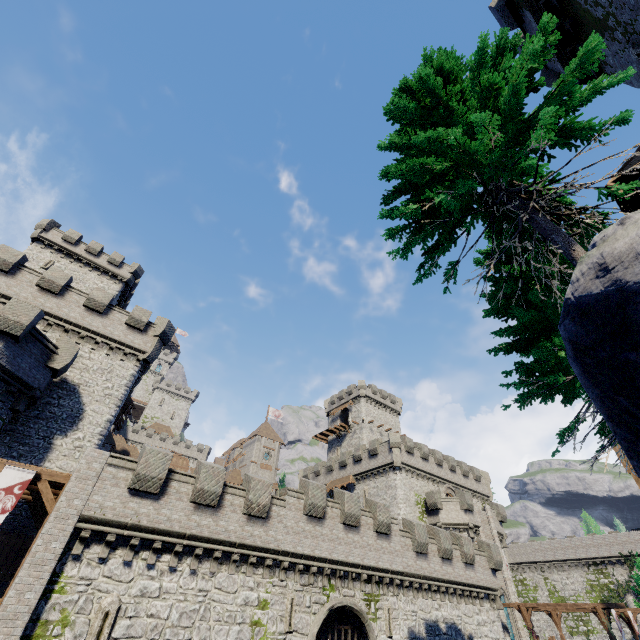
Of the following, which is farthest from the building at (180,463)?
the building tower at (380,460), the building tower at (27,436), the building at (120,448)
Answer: the building tower at (27,436)

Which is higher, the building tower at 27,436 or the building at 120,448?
the building at 120,448

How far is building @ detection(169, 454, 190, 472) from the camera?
58.6m

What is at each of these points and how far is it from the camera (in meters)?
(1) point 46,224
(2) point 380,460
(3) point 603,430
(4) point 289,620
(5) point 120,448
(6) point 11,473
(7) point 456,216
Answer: (1) building, 37.34
(2) building tower, 40.75
(3) tree, 9.09
(4) window slit, 16.44
(5) building, 52.47
(6) flag, 13.37
(7) tree, 7.34

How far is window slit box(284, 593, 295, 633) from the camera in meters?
16.2

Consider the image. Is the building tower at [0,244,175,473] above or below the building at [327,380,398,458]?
below

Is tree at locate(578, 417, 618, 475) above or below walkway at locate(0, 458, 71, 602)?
above

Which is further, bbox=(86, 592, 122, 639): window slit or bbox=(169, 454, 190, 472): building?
bbox=(169, 454, 190, 472): building
